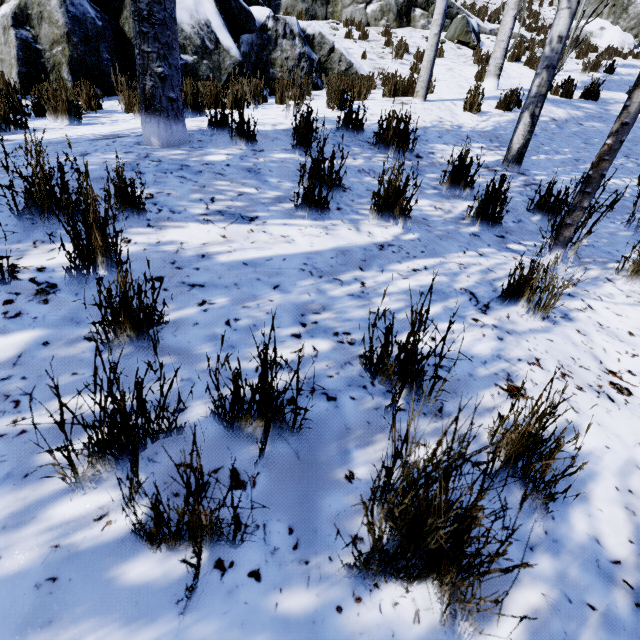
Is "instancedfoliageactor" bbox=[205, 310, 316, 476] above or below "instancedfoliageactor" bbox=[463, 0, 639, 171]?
below

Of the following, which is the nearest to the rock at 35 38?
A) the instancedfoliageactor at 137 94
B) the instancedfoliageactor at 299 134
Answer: the instancedfoliageactor at 137 94

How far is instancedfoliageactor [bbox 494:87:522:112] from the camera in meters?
5.6 m

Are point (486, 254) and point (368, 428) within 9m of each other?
yes

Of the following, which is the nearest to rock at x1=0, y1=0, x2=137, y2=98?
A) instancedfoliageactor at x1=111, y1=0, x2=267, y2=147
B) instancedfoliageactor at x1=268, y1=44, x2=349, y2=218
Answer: instancedfoliageactor at x1=111, y1=0, x2=267, y2=147

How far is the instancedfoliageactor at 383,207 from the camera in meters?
2.4

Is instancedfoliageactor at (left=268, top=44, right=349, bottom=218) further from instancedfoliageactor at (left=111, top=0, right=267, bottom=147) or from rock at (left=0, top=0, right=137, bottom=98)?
rock at (left=0, top=0, right=137, bottom=98)
